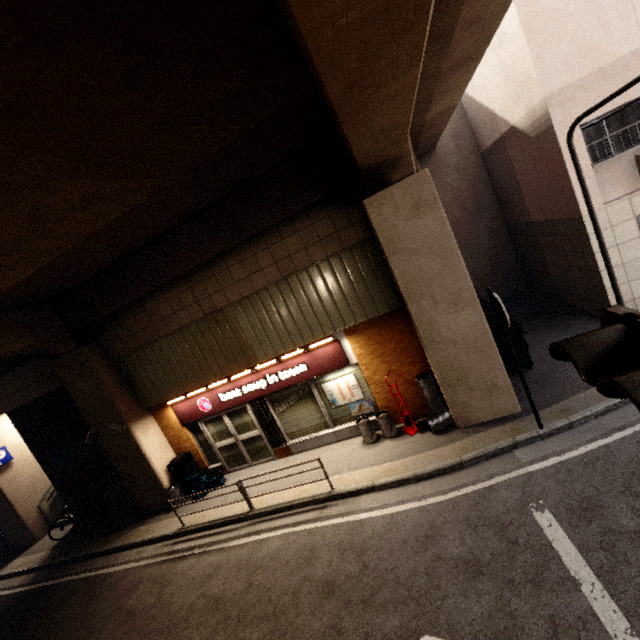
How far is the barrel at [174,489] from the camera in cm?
959

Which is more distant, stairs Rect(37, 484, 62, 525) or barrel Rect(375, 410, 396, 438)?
stairs Rect(37, 484, 62, 525)

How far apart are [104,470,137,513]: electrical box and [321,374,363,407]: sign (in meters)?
7.18

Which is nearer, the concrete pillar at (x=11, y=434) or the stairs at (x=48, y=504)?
the concrete pillar at (x=11, y=434)

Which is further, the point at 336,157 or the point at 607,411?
the point at 336,157

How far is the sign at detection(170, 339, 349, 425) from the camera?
8.5 meters

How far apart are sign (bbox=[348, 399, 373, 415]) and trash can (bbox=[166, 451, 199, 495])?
5.0m

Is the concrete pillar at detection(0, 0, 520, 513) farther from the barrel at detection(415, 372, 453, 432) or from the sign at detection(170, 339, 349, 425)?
the sign at detection(170, 339, 349, 425)
